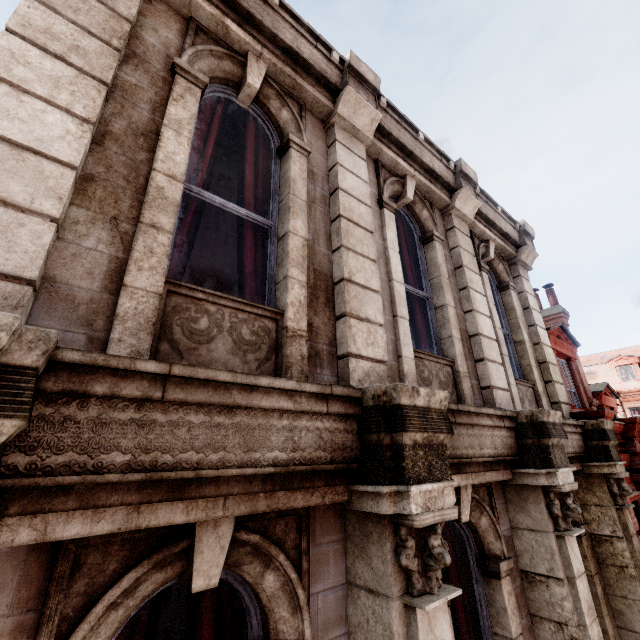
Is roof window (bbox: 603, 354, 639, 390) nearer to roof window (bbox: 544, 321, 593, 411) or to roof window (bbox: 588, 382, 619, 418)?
roof window (bbox: 588, 382, 619, 418)

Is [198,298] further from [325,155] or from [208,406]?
[325,155]

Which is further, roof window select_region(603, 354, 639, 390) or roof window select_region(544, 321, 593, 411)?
roof window select_region(603, 354, 639, 390)

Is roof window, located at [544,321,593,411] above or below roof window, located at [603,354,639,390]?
below

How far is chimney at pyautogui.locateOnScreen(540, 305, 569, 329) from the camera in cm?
1254

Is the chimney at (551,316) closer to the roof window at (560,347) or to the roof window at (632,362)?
the roof window at (560,347)

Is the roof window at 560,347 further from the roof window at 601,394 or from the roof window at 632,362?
the roof window at 632,362

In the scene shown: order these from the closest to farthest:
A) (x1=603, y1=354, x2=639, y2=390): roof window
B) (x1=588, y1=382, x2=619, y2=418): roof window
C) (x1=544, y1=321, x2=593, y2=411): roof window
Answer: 1. (x1=544, y1=321, x2=593, y2=411): roof window
2. (x1=588, y1=382, x2=619, y2=418): roof window
3. (x1=603, y1=354, x2=639, y2=390): roof window
